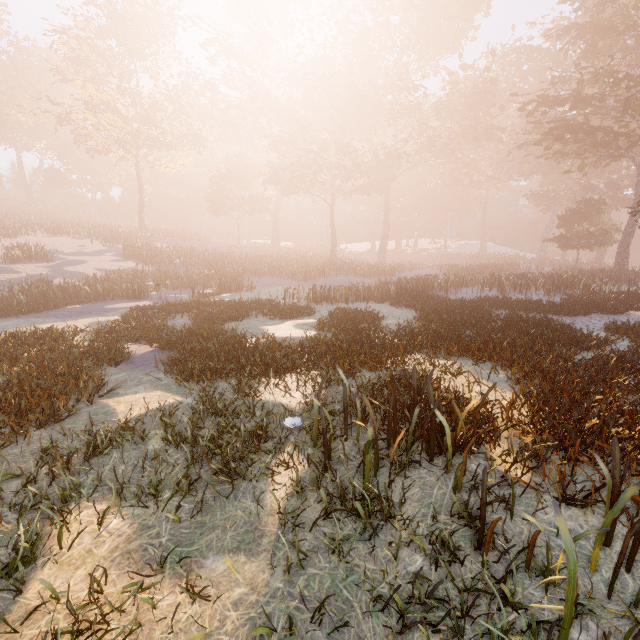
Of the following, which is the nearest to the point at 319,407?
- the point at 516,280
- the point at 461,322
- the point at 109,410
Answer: the point at 109,410
